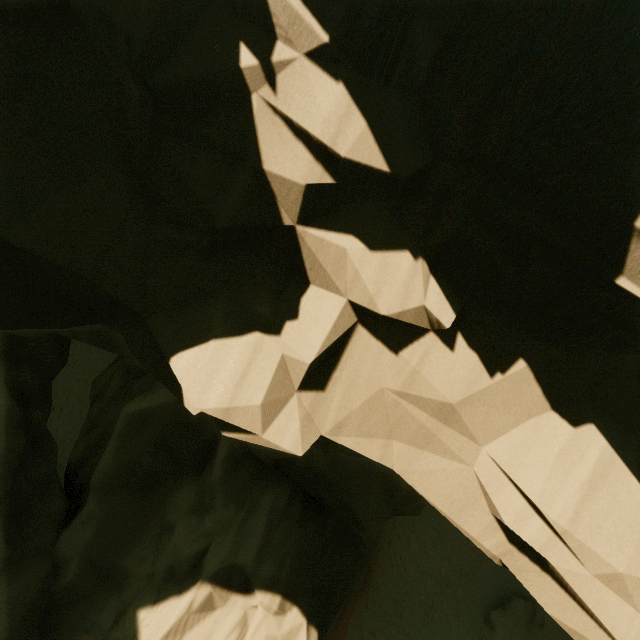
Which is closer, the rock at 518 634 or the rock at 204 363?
the rock at 204 363

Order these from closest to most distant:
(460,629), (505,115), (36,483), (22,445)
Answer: (505,115) < (22,445) < (36,483) < (460,629)

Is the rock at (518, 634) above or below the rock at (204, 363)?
below

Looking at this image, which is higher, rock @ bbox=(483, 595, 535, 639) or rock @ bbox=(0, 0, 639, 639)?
rock @ bbox=(0, 0, 639, 639)

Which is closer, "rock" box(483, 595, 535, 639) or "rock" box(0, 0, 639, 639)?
"rock" box(0, 0, 639, 639)
